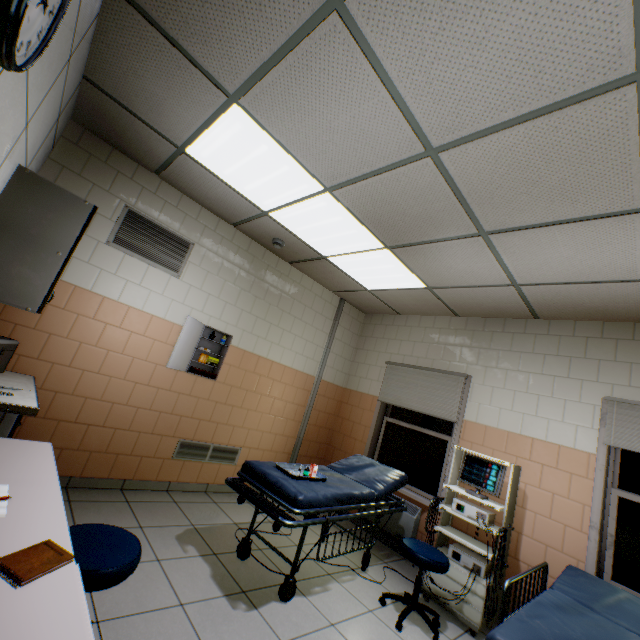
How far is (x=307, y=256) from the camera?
4.38m

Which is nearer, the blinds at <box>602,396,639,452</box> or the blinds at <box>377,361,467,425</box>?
the blinds at <box>602,396,639,452</box>

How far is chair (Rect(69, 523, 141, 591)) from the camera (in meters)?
1.38

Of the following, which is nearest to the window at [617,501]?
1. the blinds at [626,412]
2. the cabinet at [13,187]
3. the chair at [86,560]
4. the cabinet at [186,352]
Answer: the blinds at [626,412]

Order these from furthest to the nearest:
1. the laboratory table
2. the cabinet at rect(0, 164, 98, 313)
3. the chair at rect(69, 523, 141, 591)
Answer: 1. the cabinet at rect(0, 164, 98, 313)
2. the chair at rect(69, 523, 141, 591)
3. the laboratory table

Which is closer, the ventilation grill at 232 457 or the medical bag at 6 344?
the medical bag at 6 344

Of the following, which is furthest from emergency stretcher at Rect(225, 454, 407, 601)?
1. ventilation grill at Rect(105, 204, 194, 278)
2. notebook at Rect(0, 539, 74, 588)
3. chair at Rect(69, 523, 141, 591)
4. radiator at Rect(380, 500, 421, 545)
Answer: ventilation grill at Rect(105, 204, 194, 278)

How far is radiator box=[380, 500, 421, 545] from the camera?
4.0m
